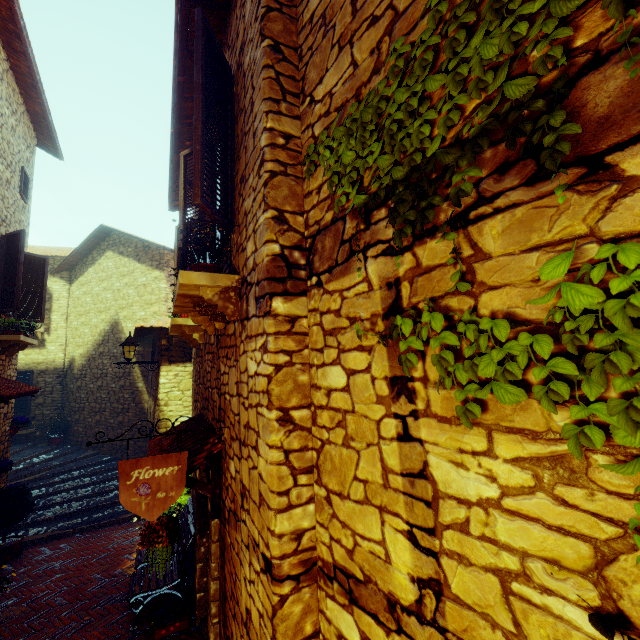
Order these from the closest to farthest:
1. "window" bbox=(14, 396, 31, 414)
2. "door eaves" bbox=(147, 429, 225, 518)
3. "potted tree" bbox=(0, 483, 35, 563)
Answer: "door eaves" bbox=(147, 429, 225, 518)
"potted tree" bbox=(0, 483, 35, 563)
"window" bbox=(14, 396, 31, 414)

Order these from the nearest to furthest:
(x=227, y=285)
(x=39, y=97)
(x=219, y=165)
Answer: (x=227, y=285), (x=219, y=165), (x=39, y=97)

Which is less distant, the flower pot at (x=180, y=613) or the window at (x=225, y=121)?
the window at (x=225, y=121)

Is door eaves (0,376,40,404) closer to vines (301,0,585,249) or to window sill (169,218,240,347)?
window sill (169,218,240,347)

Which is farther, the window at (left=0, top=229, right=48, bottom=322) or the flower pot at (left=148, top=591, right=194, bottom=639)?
the window at (left=0, top=229, right=48, bottom=322)

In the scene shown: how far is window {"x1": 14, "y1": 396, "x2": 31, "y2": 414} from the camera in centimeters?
1220cm

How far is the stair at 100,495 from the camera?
7.4m

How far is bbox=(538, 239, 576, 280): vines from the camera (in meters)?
0.90
